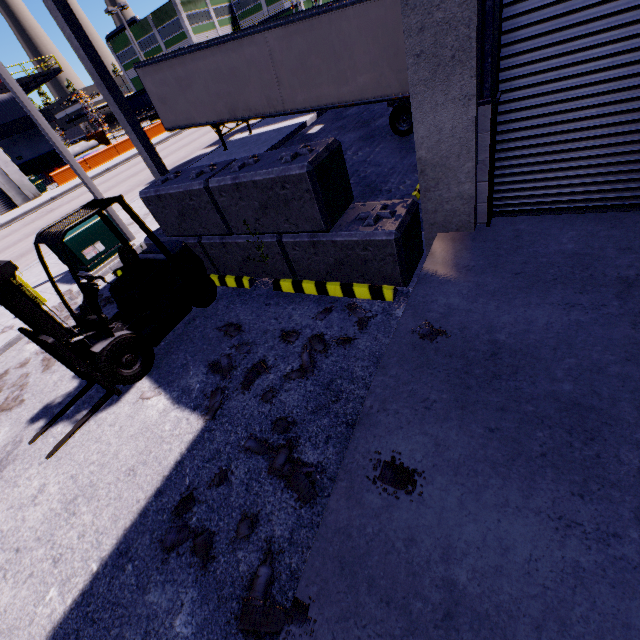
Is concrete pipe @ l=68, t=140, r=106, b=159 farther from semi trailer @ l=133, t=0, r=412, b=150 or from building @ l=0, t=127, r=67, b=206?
semi trailer @ l=133, t=0, r=412, b=150

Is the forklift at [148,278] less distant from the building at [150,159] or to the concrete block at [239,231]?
the concrete block at [239,231]

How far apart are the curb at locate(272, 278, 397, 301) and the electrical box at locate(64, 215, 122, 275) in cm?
606

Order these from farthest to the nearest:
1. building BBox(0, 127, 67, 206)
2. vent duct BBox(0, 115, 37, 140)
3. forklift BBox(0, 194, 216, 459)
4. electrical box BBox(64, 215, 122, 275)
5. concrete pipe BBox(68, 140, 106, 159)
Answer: concrete pipe BBox(68, 140, 106, 159), vent duct BBox(0, 115, 37, 140), building BBox(0, 127, 67, 206), electrical box BBox(64, 215, 122, 275), forklift BBox(0, 194, 216, 459)

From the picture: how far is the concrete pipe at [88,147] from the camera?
38.1 meters

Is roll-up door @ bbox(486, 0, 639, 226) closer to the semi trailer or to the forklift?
the semi trailer

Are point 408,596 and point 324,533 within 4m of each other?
yes

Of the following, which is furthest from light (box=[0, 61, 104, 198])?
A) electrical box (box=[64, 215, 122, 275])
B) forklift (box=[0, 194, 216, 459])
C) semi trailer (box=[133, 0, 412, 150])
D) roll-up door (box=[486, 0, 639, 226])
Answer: forklift (box=[0, 194, 216, 459])
